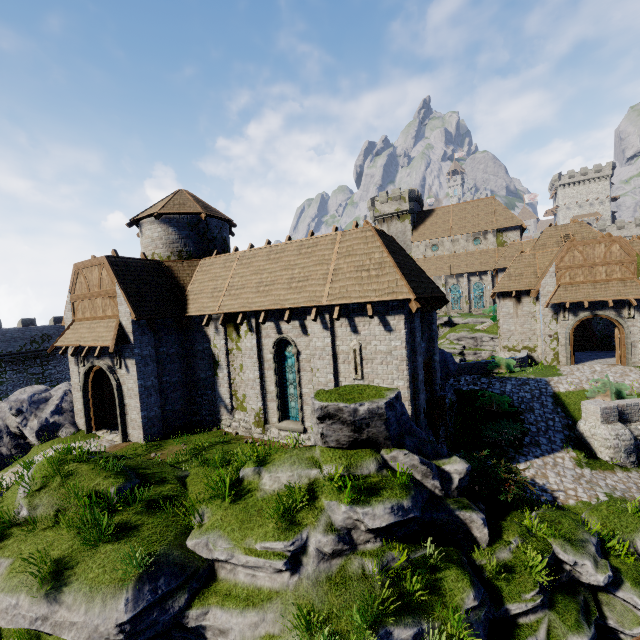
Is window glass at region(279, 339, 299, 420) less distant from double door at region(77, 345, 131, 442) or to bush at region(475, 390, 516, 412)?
double door at region(77, 345, 131, 442)

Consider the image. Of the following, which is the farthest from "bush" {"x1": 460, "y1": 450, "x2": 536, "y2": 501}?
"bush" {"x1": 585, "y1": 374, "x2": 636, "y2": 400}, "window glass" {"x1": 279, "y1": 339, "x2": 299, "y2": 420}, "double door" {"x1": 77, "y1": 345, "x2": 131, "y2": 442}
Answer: "double door" {"x1": 77, "y1": 345, "x2": 131, "y2": 442}

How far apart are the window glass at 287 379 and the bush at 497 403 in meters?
10.6 m

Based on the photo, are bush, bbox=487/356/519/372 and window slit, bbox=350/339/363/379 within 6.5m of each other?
no

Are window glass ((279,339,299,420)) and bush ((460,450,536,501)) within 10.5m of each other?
yes

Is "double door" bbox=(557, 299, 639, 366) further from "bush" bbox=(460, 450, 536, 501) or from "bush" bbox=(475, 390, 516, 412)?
Answer: "bush" bbox=(460, 450, 536, 501)

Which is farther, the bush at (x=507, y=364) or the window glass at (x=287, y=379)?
the bush at (x=507, y=364)

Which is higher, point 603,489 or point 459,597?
point 459,597
